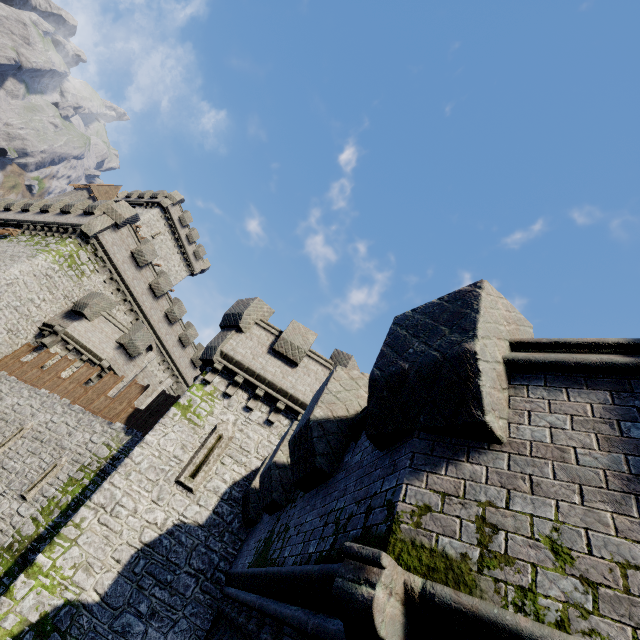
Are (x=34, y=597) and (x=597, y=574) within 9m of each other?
no

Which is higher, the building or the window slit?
the building

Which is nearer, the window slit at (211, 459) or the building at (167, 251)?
the window slit at (211, 459)

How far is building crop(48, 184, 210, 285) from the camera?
40.53m

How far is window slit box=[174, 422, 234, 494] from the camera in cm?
1049

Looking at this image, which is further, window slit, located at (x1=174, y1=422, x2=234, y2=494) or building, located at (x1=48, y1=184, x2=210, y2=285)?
building, located at (x1=48, y1=184, x2=210, y2=285)

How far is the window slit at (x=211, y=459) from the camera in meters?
10.5 m
